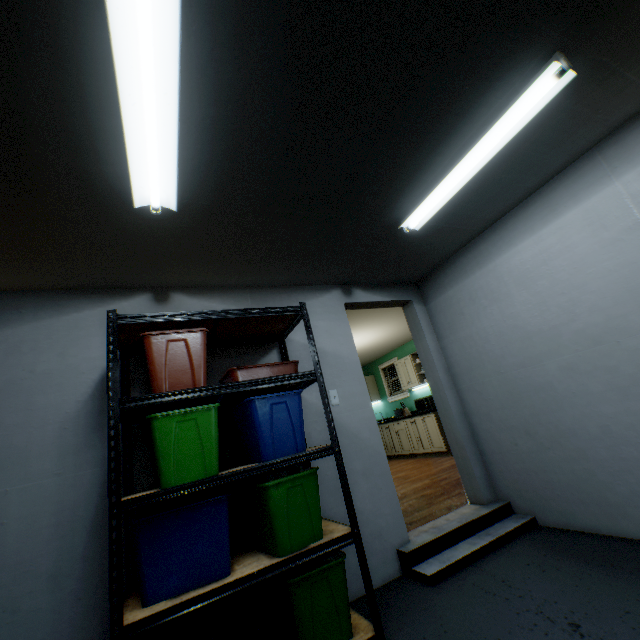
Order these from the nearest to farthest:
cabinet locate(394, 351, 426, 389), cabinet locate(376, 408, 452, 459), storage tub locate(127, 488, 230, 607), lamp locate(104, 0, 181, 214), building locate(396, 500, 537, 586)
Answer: lamp locate(104, 0, 181, 214), storage tub locate(127, 488, 230, 607), building locate(396, 500, 537, 586), cabinet locate(376, 408, 452, 459), cabinet locate(394, 351, 426, 389)

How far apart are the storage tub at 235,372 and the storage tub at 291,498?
0.6m

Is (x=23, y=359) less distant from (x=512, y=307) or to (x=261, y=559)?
(x=261, y=559)

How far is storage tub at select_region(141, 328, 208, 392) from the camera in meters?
1.8 m

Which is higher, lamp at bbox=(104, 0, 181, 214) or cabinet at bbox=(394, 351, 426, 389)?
lamp at bbox=(104, 0, 181, 214)

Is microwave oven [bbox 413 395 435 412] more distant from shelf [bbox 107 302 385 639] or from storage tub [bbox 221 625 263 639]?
storage tub [bbox 221 625 263 639]

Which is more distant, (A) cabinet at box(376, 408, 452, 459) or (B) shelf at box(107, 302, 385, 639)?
(A) cabinet at box(376, 408, 452, 459)

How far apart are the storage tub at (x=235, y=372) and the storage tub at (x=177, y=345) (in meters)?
0.12
